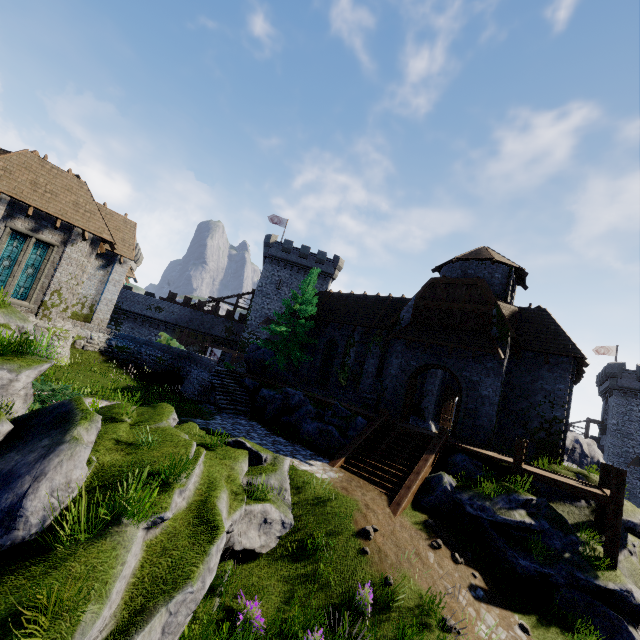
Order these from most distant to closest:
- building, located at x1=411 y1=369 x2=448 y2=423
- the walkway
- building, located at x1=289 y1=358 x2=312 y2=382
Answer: building, located at x1=289 y1=358 x2=312 y2=382
building, located at x1=411 y1=369 x2=448 y2=423
the walkway

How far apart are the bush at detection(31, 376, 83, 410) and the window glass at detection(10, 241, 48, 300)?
11.5m

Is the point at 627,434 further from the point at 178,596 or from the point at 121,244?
the point at 121,244

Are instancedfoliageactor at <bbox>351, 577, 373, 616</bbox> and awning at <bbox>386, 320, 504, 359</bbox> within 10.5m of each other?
no

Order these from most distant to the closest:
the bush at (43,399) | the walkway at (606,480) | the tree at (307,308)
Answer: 1. the tree at (307,308)
2. the walkway at (606,480)
3. the bush at (43,399)

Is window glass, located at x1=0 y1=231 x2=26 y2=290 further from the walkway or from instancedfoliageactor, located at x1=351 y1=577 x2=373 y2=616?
the walkway

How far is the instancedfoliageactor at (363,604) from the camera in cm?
729

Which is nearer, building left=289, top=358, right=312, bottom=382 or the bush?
the bush
